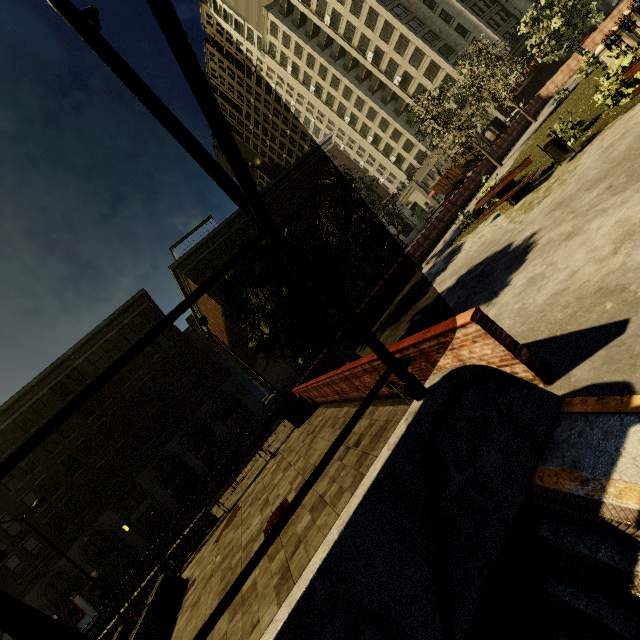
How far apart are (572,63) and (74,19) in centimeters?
3826cm

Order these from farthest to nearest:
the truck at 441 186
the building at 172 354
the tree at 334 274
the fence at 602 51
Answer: the truck at 441 186
the building at 172 354
the fence at 602 51
the tree at 334 274

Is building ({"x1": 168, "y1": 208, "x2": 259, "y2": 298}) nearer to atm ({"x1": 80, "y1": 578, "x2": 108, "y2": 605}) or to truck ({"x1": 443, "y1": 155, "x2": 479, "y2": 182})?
truck ({"x1": 443, "y1": 155, "x2": 479, "y2": 182})

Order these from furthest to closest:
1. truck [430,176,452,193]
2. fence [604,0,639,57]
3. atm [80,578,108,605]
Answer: truck [430,176,452,193] < atm [80,578,108,605] < fence [604,0,639,57]

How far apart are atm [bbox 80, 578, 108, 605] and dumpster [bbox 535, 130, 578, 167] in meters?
42.4

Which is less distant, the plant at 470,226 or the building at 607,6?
the plant at 470,226

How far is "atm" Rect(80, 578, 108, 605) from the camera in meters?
27.5

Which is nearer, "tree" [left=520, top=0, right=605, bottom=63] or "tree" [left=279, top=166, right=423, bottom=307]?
"tree" [left=279, top=166, right=423, bottom=307]
